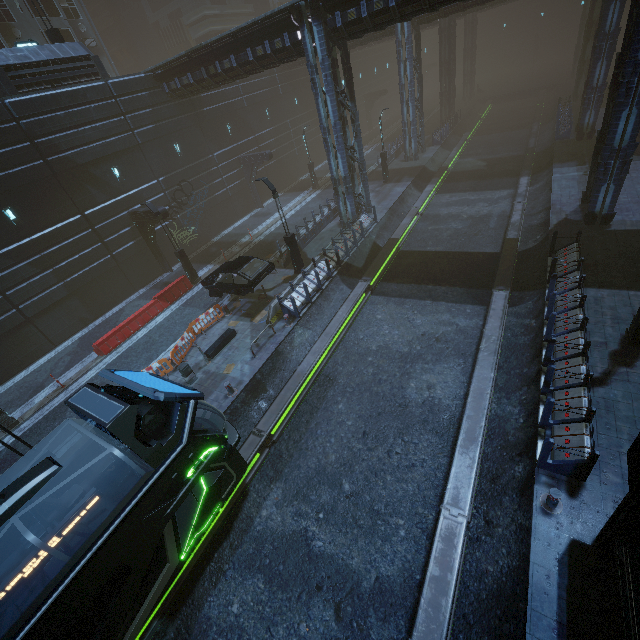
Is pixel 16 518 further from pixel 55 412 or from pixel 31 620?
pixel 55 412

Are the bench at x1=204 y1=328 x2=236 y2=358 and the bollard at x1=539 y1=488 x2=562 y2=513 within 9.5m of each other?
no

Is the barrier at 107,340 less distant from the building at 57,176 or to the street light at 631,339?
the building at 57,176

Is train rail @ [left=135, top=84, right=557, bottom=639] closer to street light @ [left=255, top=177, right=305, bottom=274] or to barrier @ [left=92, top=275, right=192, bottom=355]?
street light @ [left=255, top=177, right=305, bottom=274]

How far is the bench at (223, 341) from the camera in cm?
1495

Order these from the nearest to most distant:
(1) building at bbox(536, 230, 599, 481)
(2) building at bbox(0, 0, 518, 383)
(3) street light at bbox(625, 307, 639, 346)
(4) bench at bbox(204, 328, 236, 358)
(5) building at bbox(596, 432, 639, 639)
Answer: (5) building at bbox(596, 432, 639, 639)
(1) building at bbox(536, 230, 599, 481)
(3) street light at bbox(625, 307, 639, 346)
(4) bench at bbox(204, 328, 236, 358)
(2) building at bbox(0, 0, 518, 383)

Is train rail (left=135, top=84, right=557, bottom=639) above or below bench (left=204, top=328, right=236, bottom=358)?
below

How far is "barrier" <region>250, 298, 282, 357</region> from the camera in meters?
14.4 m
